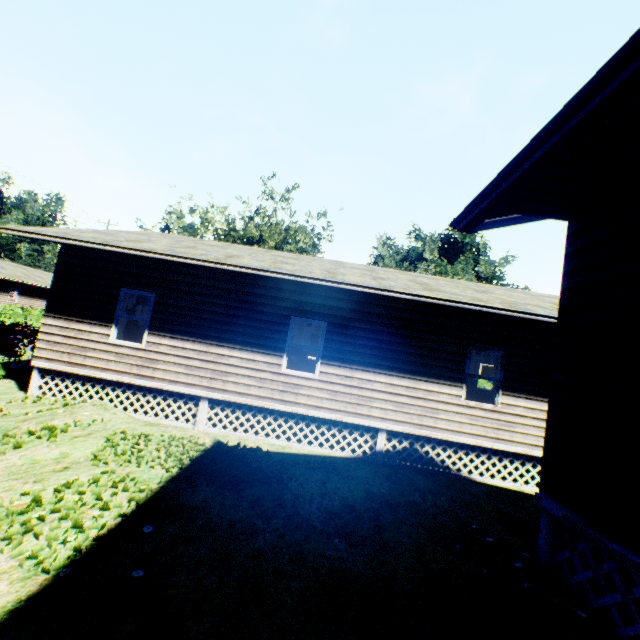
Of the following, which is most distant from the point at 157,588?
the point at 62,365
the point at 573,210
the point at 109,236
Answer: the point at 109,236
